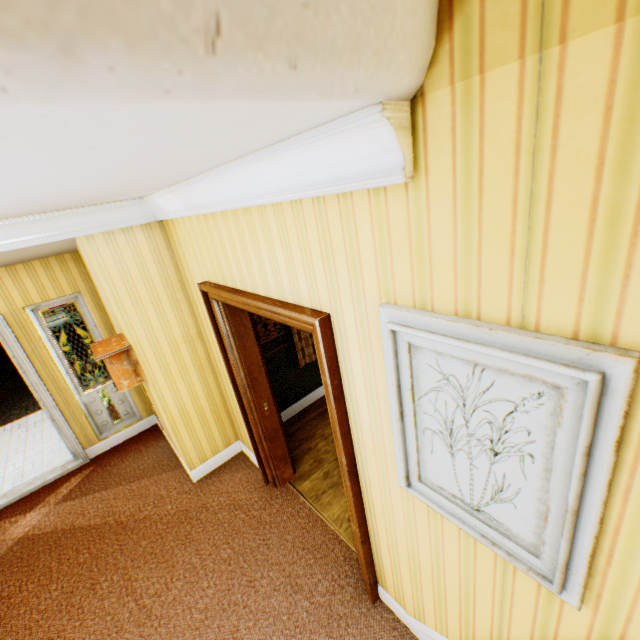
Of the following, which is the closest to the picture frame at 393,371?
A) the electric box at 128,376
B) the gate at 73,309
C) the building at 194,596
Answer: the building at 194,596

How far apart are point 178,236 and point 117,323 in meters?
1.5 m

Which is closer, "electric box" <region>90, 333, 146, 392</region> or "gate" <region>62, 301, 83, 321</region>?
"electric box" <region>90, 333, 146, 392</region>

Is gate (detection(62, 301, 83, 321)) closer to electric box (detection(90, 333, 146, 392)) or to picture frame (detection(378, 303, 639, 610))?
electric box (detection(90, 333, 146, 392))

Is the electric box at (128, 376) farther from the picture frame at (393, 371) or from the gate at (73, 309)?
the gate at (73, 309)

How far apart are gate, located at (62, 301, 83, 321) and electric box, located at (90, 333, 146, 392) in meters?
13.2 m

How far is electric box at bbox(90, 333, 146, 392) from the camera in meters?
3.3
